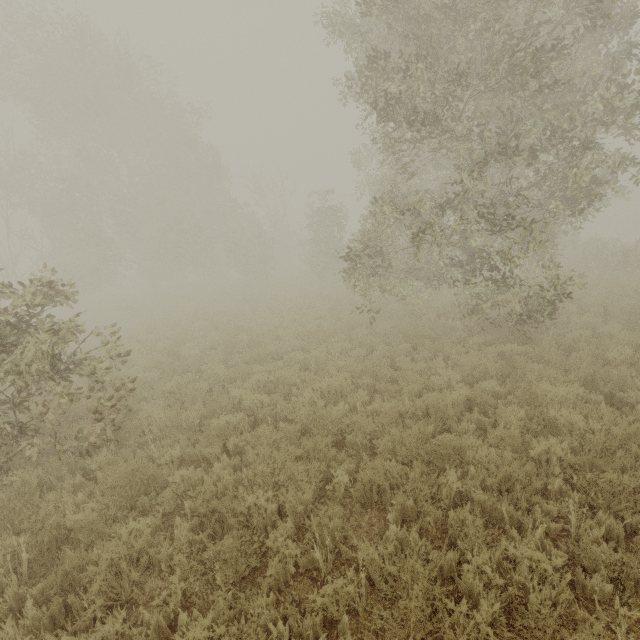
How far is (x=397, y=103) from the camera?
6.2m
